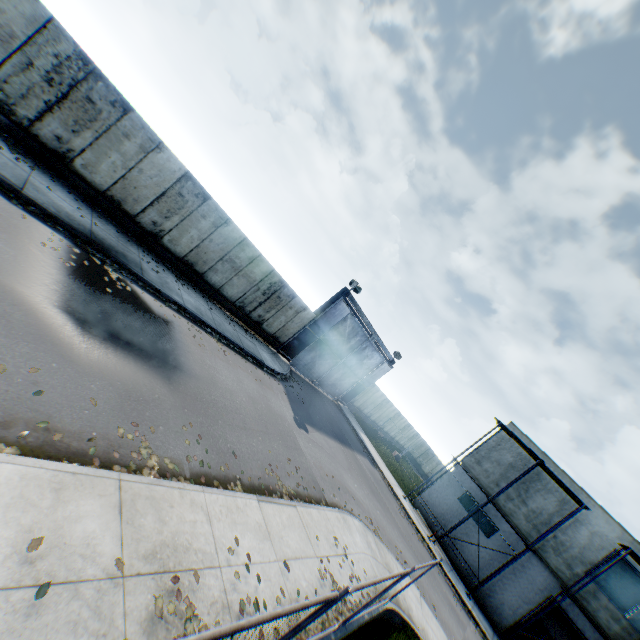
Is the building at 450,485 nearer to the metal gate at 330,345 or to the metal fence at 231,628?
the metal gate at 330,345

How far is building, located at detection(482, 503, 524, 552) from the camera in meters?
21.6 m

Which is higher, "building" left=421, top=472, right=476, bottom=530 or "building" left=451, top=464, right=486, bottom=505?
"building" left=451, top=464, right=486, bottom=505

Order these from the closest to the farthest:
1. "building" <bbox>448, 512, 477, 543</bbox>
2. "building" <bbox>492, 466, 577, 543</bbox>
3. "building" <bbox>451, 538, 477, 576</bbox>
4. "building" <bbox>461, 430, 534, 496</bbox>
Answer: "building" <bbox>492, 466, 577, 543</bbox>
"building" <bbox>451, 538, 477, 576</bbox>
"building" <bbox>448, 512, 477, 543</bbox>
"building" <bbox>461, 430, 534, 496</bbox>

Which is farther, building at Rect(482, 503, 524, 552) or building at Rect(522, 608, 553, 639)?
building at Rect(482, 503, 524, 552)

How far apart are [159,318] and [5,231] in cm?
422
